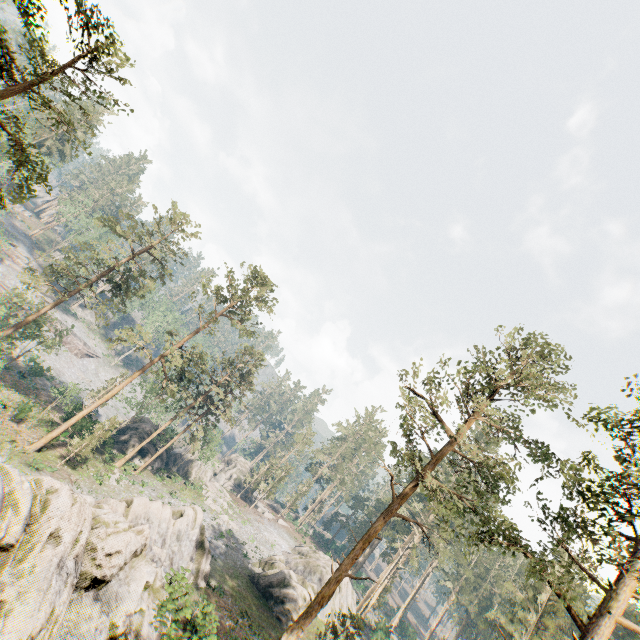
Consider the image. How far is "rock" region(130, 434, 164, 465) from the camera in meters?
43.9 m

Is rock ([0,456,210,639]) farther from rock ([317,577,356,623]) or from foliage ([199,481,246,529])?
foliage ([199,481,246,529])

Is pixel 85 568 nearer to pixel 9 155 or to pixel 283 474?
pixel 283 474

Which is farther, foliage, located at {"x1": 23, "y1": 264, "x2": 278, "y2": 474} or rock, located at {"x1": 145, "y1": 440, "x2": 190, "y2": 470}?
rock, located at {"x1": 145, "y1": 440, "x2": 190, "y2": 470}

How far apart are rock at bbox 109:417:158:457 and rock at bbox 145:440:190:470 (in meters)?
5.54

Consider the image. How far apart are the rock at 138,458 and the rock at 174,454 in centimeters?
554cm

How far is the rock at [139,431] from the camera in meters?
43.5

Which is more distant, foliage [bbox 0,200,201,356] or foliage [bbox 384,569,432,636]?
foliage [bbox 384,569,432,636]
